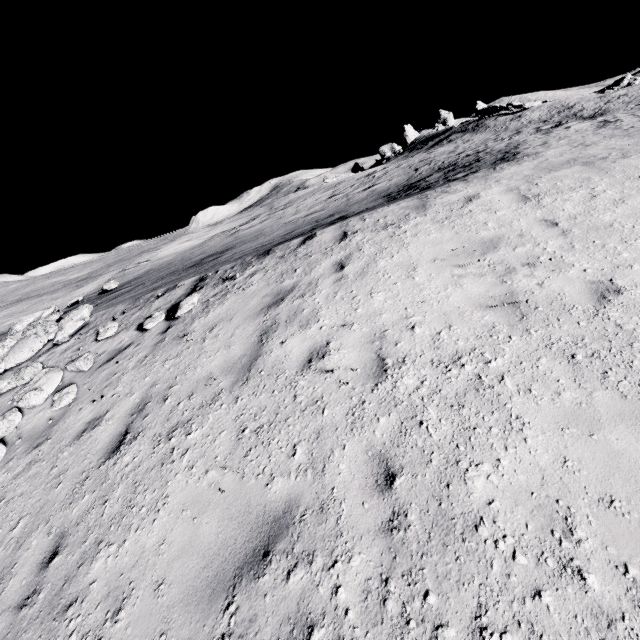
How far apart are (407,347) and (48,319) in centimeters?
1075cm

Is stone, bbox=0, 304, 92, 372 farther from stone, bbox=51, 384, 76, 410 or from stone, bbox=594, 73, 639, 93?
stone, bbox=594, 73, 639, 93

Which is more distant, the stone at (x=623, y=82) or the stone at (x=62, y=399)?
the stone at (x=623, y=82)

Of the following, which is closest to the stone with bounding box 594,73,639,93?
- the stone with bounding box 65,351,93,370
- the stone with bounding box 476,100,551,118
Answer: the stone with bounding box 476,100,551,118

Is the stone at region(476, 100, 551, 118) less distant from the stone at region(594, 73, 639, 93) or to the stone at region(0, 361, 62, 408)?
the stone at region(594, 73, 639, 93)

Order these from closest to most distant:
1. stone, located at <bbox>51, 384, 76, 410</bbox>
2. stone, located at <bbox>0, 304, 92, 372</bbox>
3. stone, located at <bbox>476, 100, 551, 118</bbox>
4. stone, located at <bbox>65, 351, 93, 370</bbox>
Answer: stone, located at <bbox>51, 384, 76, 410</bbox> → stone, located at <bbox>65, 351, 93, 370</bbox> → stone, located at <bbox>0, 304, 92, 372</bbox> → stone, located at <bbox>476, 100, 551, 118</bbox>

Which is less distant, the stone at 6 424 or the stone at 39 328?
the stone at 6 424

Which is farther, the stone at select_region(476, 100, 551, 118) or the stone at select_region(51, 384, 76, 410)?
the stone at select_region(476, 100, 551, 118)
